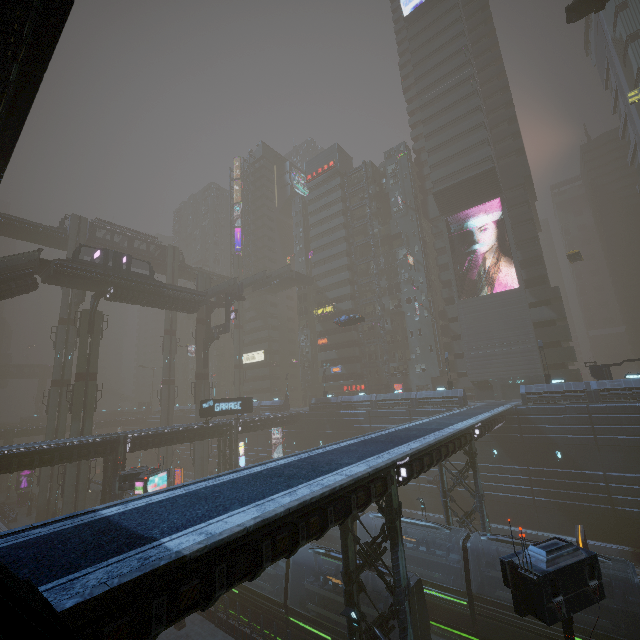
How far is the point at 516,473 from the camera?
33.34m

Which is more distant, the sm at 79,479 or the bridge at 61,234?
the bridge at 61,234

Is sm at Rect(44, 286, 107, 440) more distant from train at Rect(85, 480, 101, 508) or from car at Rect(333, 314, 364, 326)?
Result: car at Rect(333, 314, 364, 326)

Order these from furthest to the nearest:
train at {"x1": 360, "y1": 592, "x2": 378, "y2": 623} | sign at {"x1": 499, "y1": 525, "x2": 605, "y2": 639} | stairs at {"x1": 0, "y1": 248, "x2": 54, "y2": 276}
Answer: stairs at {"x1": 0, "y1": 248, "x2": 54, "y2": 276}
train at {"x1": 360, "y1": 592, "x2": 378, "y2": 623}
sign at {"x1": 499, "y1": 525, "x2": 605, "y2": 639}

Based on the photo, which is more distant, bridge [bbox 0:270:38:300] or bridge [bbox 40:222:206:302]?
bridge [bbox 40:222:206:302]

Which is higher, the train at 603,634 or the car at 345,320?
the car at 345,320

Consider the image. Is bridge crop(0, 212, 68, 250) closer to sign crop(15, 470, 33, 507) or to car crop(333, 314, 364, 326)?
car crop(333, 314, 364, 326)

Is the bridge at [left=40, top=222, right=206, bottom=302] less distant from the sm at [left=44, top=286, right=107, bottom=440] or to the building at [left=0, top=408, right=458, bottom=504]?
the building at [left=0, top=408, right=458, bottom=504]
